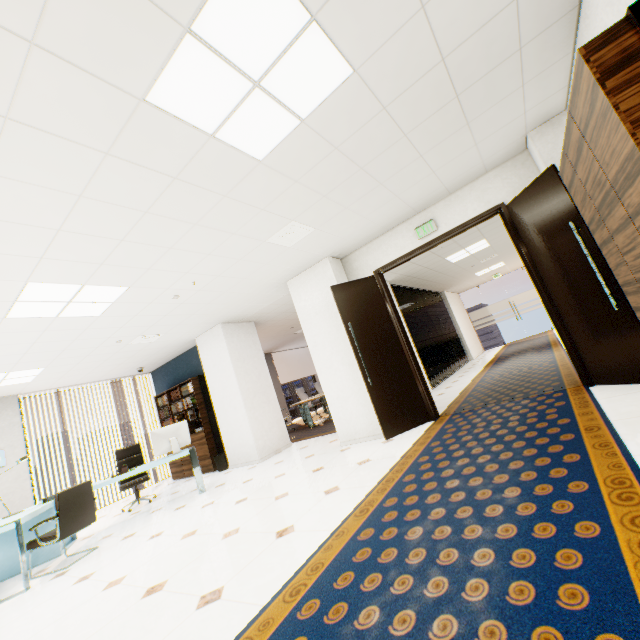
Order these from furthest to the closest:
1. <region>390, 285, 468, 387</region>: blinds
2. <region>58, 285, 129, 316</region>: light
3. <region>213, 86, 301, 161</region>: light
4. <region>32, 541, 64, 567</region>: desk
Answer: <region>390, 285, 468, 387</region>: blinds < <region>32, 541, 64, 567</region>: desk < <region>58, 285, 129, 316</region>: light < <region>213, 86, 301, 161</region>: light

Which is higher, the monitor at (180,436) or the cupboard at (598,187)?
the cupboard at (598,187)

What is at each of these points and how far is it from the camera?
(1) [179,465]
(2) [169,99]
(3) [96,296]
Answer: (1) book, 7.94m
(2) light, 1.98m
(3) light, 4.02m

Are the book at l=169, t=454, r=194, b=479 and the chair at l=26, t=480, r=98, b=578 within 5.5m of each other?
yes

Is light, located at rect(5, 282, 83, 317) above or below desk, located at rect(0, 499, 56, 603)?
above

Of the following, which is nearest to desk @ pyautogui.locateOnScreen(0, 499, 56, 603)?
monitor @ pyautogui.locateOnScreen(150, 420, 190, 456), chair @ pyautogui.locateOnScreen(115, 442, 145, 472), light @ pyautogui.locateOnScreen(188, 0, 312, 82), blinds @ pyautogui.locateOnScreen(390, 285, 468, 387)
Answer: monitor @ pyautogui.locateOnScreen(150, 420, 190, 456)

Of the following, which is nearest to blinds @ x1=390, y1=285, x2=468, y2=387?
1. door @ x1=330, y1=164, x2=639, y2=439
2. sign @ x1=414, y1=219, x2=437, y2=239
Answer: door @ x1=330, y1=164, x2=639, y2=439

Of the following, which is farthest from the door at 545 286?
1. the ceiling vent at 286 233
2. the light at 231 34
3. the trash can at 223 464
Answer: the trash can at 223 464
